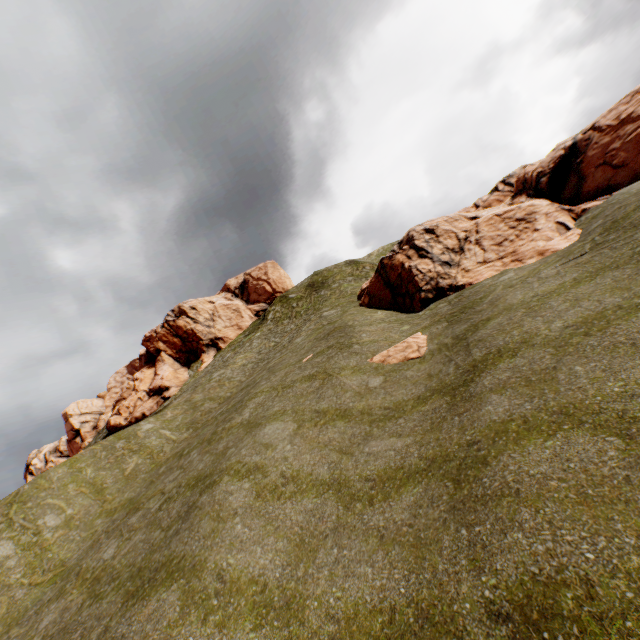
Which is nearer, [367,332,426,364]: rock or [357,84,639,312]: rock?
[367,332,426,364]: rock

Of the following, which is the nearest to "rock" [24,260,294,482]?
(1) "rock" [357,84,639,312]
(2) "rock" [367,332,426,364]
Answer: (1) "rock" [357,84,639,312]

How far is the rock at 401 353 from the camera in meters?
14.7

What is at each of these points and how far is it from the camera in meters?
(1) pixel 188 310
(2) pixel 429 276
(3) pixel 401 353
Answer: (1) rock, 51.4 m
(2) rock, 21.4 m
(3) rock, 15.2 m

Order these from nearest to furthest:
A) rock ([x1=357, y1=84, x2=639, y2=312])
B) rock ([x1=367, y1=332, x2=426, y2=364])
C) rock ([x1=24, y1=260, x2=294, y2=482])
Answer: rock ([x1=367, y1=332, x2=426, y2=364]) < rock ([x1=357, y1=84, x2=639, y2=312]) < rock ([x1=24, y1=260, x2=294, y2=482])

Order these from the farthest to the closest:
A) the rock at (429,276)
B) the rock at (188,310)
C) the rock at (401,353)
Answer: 1. the rock at (188,310)
2. the rock at (429,276)
3. the rock at (401,353)
